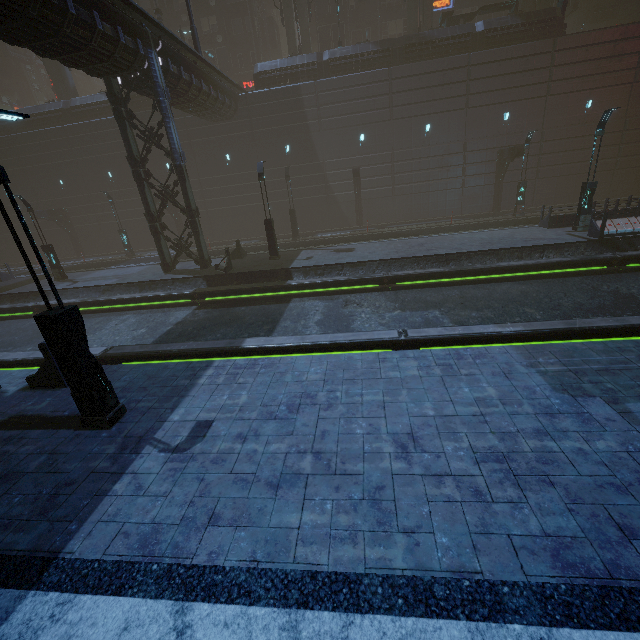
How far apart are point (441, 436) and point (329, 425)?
1.9 meters

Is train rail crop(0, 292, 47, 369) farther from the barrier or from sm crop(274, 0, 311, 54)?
sm crop(274, 0, 311, 54)

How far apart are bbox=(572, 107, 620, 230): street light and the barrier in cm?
2279

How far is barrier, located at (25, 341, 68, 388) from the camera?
7.8m

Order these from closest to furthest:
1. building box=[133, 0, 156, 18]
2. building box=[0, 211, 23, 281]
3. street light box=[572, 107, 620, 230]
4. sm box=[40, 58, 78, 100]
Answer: street light box=[572, 107, 620, 230]
building box=[0, 211, 23, 281]
sm box=[40, 58, 78, 100]
building box=[133, 0, 156, 18]

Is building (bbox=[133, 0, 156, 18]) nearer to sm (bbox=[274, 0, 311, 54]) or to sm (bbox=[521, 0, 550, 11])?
sm (bbox=[521, 0, 550, 11])

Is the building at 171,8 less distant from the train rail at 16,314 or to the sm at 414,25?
the train rail at 16,314

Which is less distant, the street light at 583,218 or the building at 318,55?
the street light at 583,218
